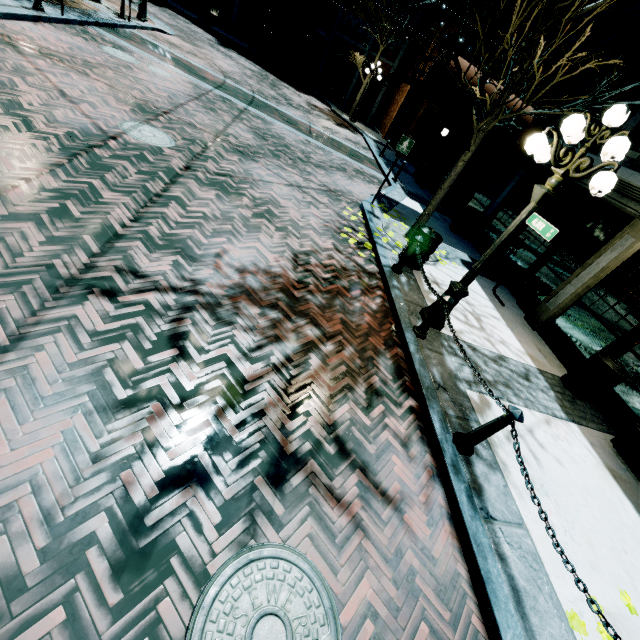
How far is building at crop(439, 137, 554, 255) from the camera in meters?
10.3

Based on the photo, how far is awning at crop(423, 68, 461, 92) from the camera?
9.1m

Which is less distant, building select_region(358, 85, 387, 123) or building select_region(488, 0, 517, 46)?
building select_region(488, 0, 517, 46)

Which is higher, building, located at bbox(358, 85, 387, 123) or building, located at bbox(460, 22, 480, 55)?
building, located at bbox(460, 22, 480, 55)

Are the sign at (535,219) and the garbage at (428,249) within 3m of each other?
yes

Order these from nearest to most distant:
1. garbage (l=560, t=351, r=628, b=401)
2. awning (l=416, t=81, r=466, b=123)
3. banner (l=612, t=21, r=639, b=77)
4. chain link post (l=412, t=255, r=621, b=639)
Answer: chain link post (l=412, t=255, r=621, b=639) → garbage (l=560, t=351, r=628, b=401) → banner (l=612, t=21, r=639, b=77) → awning (l=416, t=81, r=466, b=123)

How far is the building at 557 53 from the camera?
10.3m

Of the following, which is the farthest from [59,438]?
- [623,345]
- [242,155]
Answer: [623,345]
